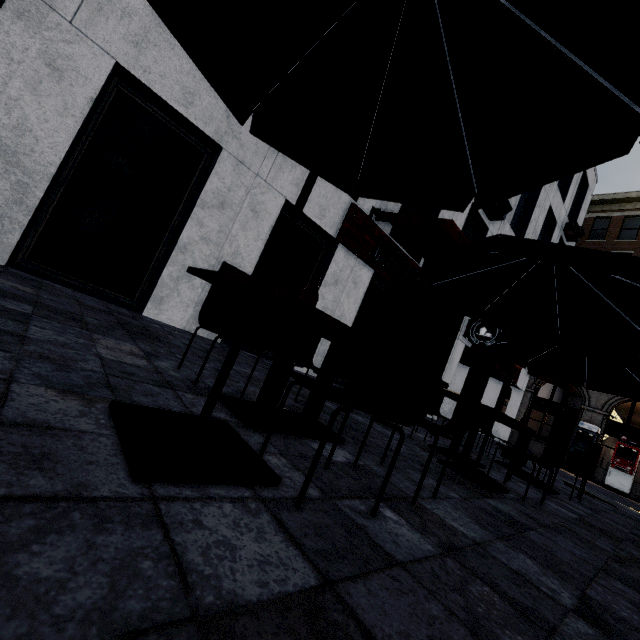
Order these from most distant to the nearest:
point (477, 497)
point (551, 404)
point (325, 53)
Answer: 1. point (551, 404)
2. point (477, 497)
3. point (325, 53)

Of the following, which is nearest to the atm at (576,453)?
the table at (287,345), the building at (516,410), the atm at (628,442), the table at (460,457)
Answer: the building at (516,410)

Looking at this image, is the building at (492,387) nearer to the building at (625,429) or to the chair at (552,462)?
the chair at (552,462)

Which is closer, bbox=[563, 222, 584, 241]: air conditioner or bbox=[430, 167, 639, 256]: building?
bbox=[430, 167, 639, 256]: building

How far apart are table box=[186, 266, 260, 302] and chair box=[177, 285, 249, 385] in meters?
0.5 m

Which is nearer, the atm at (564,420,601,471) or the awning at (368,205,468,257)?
the awning at (368,205,468,257)

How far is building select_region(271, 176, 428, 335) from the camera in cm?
676
